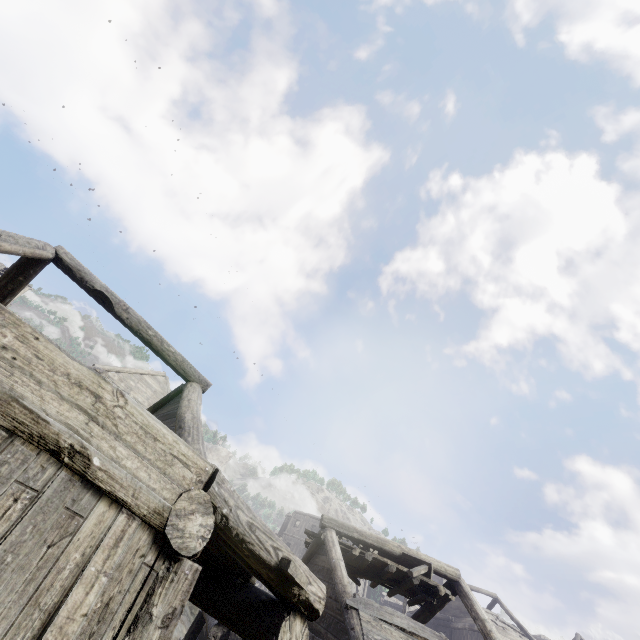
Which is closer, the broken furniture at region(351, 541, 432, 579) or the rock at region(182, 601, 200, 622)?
the broken furniture at region(351, 541, 432, 579)

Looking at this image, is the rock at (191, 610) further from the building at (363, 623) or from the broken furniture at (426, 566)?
the broken furniture at (426, 566)

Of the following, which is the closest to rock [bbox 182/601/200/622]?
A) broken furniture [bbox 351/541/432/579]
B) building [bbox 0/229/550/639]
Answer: building [bbox 0/229/550/639]

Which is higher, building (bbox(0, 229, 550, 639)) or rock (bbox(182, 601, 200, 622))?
building (bbox(0, 229, 550, 639))

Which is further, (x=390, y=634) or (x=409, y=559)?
(x=409, y=559)

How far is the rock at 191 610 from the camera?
19.1 meters

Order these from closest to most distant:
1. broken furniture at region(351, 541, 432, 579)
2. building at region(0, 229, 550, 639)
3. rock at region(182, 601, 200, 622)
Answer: building at region(0, 229, 550, 639) < broken furniture at region(351, 541, 432, 579) < rock at region(182, 601, 200, 622)
